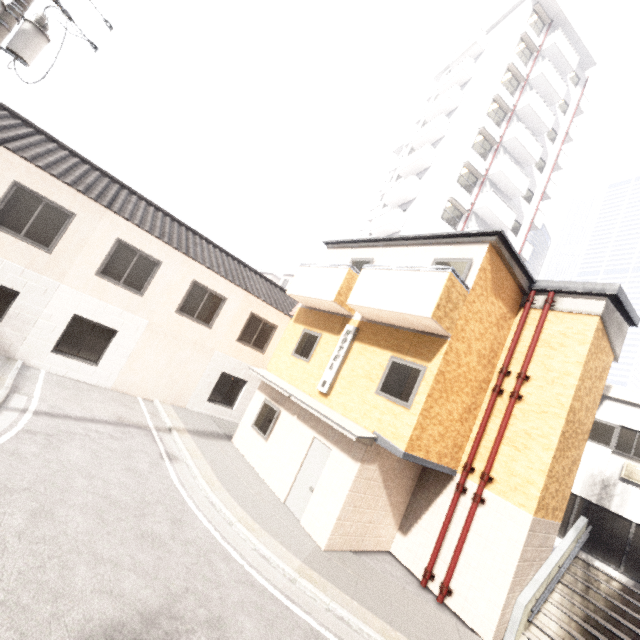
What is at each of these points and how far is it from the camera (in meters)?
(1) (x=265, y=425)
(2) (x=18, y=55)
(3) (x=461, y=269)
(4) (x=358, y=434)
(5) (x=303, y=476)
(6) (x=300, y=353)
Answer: (1) window, 11.43
(2) utility pole, 6.20
(3) window, 8.61
(4) awning, 7.93
(5) door, 9.44
(6) window, 12.01

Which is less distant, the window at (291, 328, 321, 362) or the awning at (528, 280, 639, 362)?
the awning at (528, 280, 639, 362)

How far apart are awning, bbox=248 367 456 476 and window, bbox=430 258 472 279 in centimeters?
409cm

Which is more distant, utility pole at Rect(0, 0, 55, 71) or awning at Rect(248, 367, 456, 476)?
awning at Rect(248, 367, 456, 476)

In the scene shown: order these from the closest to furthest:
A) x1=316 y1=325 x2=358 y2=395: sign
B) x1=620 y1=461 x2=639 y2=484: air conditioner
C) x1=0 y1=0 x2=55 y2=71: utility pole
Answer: x1=0 y1=0 x2=55 y2=71: utility pole → x1=316 y1=325 x2=358 y2=395: sign → x1=620 y1=461 x2=639 y2=484: air conditioner

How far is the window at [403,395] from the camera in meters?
8.1 m

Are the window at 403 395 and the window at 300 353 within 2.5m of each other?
no

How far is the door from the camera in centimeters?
902cm
